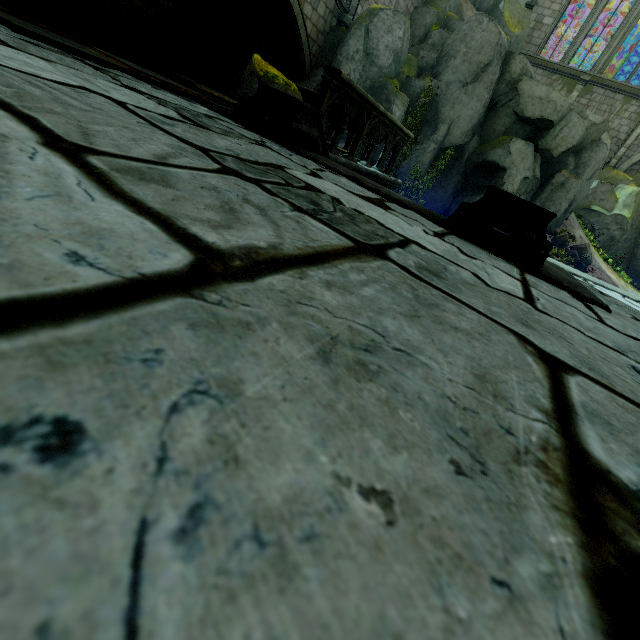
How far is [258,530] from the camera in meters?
0.2

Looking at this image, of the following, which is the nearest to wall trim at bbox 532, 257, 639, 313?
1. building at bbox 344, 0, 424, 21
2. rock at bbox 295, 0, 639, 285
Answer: building at bbox 344, 0, 424, 21

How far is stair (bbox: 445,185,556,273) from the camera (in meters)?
2.21

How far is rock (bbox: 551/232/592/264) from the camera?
16.5 meters

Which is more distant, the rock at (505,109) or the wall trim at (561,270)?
the rock at (505,109)

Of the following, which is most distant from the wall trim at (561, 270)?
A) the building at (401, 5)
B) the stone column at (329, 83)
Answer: the building at (401, 5)

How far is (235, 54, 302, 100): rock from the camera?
5.45m

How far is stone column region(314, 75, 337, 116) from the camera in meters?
4.1 m
